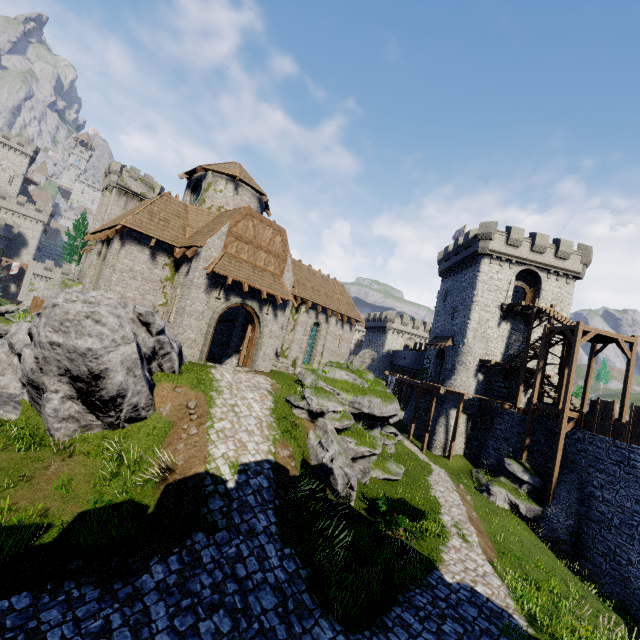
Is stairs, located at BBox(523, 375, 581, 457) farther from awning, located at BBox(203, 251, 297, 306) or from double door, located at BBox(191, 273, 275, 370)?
double door, located at BBox(191, 273, 275, 370)

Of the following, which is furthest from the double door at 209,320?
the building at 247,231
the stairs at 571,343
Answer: the stairs at 571,343

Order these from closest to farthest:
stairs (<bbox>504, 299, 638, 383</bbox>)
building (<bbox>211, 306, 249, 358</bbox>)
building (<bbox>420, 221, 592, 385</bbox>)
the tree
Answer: stairs (<bbox>504, 299, 638, 383</bbox>) → building (<bbox>211, 306, 249, 358</bbox>) → building (<bbox>420, 221, 592, 385</bbox>) → the tree

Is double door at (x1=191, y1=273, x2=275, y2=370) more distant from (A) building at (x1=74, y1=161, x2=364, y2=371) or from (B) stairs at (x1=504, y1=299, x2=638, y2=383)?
(B) stairs at (x1=504, y1=299, x2=638, y2=383)

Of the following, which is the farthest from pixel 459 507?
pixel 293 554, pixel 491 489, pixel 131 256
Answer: pixel 131 256

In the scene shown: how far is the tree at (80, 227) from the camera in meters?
56.5 m

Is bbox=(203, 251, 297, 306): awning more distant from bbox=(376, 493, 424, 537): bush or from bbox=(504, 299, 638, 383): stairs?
bbox=(504, 299, 638, 383): stairs

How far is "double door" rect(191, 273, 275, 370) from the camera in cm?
1717
